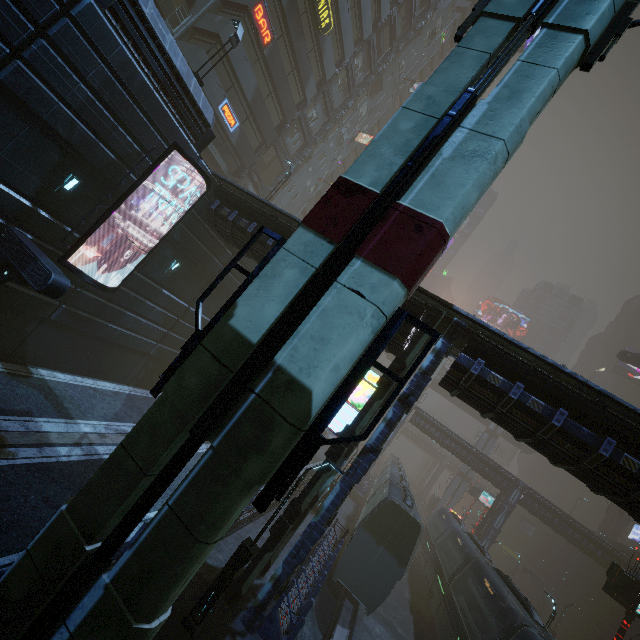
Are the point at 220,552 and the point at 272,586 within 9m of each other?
yes

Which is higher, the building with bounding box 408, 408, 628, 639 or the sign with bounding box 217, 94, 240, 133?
the sign with bounding box 217, 94, 240, 133

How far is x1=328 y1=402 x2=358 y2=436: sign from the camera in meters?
13.8 m

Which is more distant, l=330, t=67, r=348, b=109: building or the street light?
l=330, t=67, r=348, b=109: building

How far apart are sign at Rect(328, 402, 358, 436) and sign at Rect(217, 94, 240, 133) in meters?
22.7 m

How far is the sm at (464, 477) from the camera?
54.19m

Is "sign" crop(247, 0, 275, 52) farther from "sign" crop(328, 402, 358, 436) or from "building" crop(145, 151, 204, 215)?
"sign" crop(328, 402, 358, 436)

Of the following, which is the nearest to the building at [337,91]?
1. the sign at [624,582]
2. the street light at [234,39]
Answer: the street light at [234,39]
